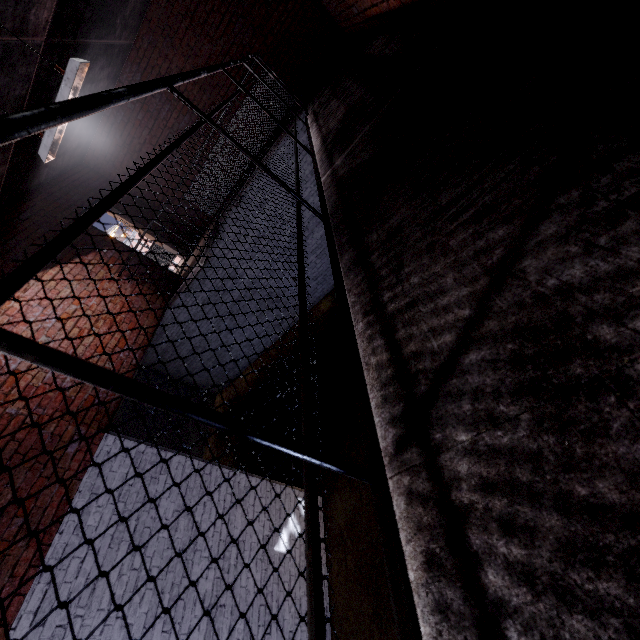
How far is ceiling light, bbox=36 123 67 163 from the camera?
3.4 meters

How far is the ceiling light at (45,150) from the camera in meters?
3.4 m

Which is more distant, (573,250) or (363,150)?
(363,150)
